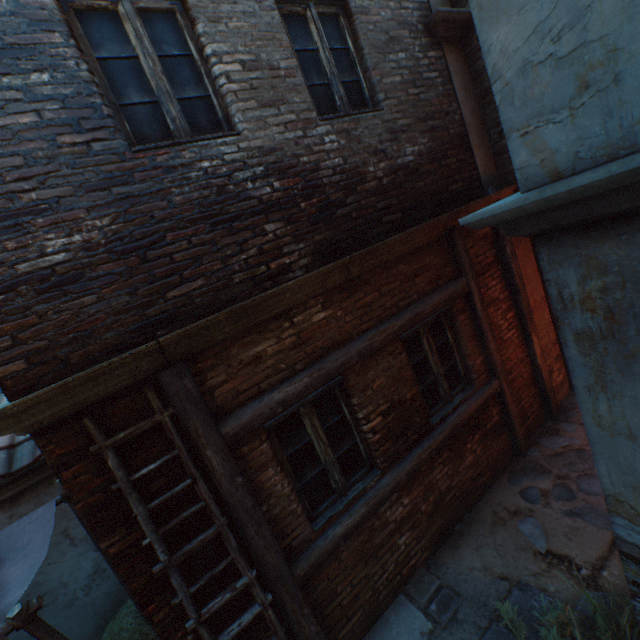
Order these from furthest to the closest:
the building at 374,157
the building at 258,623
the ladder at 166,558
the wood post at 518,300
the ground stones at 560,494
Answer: the wood post at 518,300
the ground stones at 560,494
the building at 258,623
the ladder at 166,558
the building at 374,157

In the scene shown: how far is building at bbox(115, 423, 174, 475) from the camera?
2.6m

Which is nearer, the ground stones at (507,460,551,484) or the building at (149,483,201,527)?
the building at (149,483,201,527)

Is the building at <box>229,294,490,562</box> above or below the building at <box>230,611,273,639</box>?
above

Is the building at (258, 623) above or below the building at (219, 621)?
below

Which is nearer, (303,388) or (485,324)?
(303,388)

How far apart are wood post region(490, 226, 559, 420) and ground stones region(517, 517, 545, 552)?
2.1 meters

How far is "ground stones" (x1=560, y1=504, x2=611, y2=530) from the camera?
3.8m
